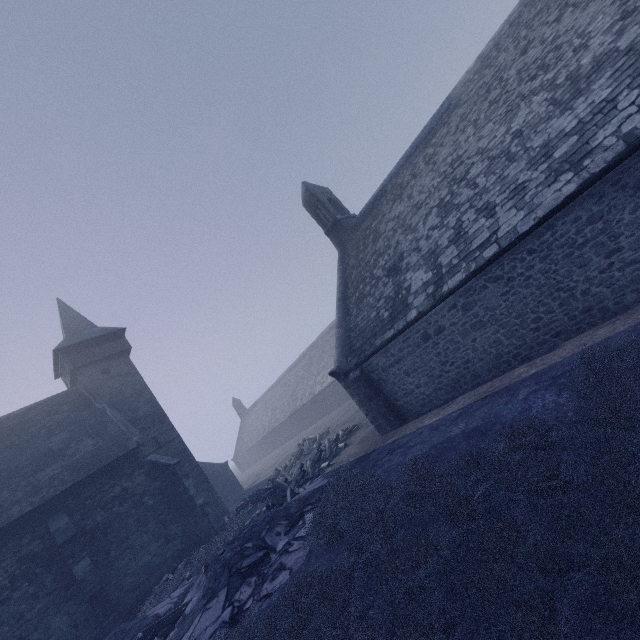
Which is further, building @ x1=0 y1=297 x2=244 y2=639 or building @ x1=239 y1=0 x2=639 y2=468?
building @ x1=0 y1=297 x2=244 y2=639

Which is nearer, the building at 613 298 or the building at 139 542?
the building at 613 298

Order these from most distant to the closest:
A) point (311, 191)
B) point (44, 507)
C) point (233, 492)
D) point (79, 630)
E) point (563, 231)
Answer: point (233, 492)
point (311, 191)
point (44, 507)
point (79, 630)
point (563, 231)
